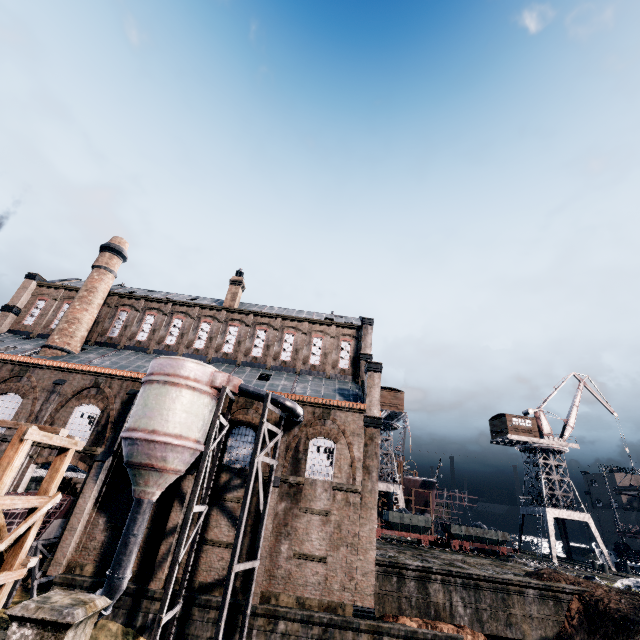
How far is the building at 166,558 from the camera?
19.3m

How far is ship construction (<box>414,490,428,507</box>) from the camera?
52.19m

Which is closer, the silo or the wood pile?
the silo

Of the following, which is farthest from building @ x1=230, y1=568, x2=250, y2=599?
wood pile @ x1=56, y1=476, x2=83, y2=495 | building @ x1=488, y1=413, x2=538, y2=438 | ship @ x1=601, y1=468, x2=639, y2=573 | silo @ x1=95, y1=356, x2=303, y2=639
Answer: ship @ x1=601, y1=468, x2=639, y2=573

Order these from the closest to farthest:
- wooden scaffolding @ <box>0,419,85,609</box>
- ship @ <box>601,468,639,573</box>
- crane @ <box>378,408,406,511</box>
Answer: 1. wooden scaffolding @ <box>0,419,85,609</box>
2. ship @ <box>601,468,639,573</box>
3. crane @ <box>378,408,406,511</box>

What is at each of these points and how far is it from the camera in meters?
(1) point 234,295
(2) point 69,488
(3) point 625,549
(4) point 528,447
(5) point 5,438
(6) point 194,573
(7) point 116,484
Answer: (1) chimney, 36.3
(2) wood pile, 24.4
(3) ship, 47.9
(4) crane, 46.0
(5) building, 22.8
(6) building, 19.7
(7) building, 21.9

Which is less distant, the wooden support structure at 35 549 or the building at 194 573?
the wooden support structure at 35 549

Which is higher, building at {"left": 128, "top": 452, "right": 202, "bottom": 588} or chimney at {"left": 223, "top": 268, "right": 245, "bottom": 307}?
chimney at {"left": 223, "top": 268, "right": 245, "bottom": 307}
